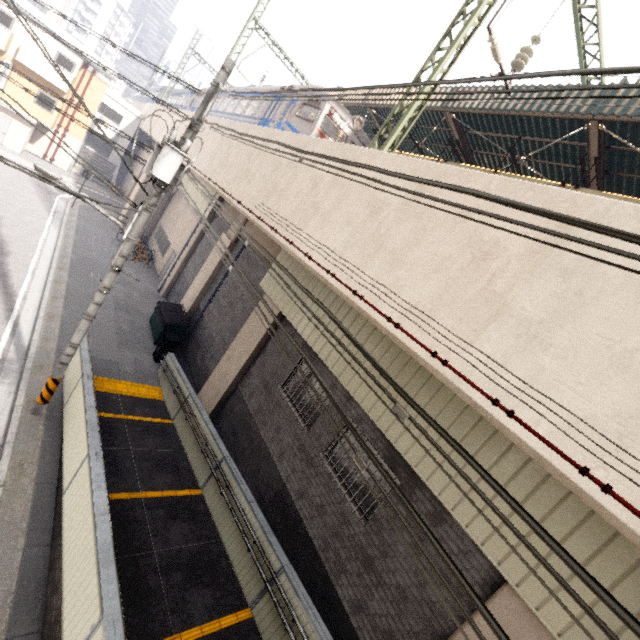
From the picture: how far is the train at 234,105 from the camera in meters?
12.5 m

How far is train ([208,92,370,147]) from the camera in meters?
12.5 m

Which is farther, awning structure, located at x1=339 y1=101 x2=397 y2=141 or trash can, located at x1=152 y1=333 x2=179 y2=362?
awning structure, located at x1=339 y1=101 x2=397 y2=141

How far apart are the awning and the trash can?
28.6 meters

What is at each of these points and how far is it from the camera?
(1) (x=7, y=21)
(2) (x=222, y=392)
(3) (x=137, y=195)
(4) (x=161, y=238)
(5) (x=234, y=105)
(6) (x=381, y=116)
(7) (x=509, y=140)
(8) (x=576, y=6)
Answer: (1) window, 22.0m
(2) concrete pillar, 11.3m
(3) concrete pillar, 24.3m
(4) window, 23.7m
(5) train, 25.1m
(6) awning structure, 15.8m
(7) awning structure, 11.4m
(8) power line, 8.8m

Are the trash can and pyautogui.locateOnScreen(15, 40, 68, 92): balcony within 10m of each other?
no

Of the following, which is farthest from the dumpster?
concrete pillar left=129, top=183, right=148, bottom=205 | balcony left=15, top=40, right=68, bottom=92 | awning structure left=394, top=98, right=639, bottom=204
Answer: balcony left=15, top=40, right=68, bottom=92

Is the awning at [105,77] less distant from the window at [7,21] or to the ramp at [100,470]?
the window at [7,21]
